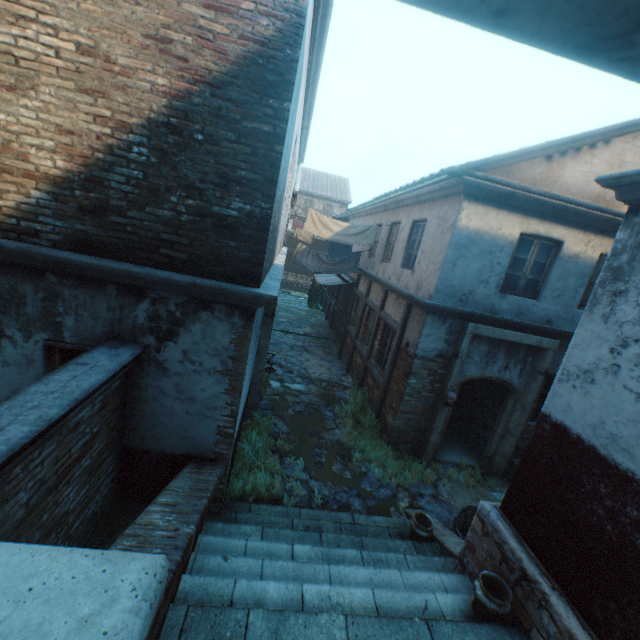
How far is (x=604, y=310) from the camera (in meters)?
3.25

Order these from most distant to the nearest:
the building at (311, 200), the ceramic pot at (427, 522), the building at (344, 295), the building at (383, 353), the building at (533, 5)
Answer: the building at (311, 200) → the building at (344, 295) → the building at (383, 353) → the ceramic pot at (427, 522) → the building at (533, 5)

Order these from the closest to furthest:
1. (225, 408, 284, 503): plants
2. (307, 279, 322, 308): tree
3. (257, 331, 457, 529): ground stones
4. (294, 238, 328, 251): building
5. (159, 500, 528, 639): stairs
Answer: (159, 500, 528, 639): stairs, (225, 408, 284, 503): plants, (257, 331, 457, 529): ground stones, (307, 279, 322, 308): tree, (294, 238, 328, 251): building

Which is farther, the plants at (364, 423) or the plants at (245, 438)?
the plants at (364, 423)

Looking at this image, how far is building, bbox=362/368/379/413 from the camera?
9.2 meters

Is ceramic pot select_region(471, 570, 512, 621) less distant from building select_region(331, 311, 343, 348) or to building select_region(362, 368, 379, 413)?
building select_region(362, 368, 379, 413)

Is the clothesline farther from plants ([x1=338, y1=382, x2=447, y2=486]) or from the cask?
the cask

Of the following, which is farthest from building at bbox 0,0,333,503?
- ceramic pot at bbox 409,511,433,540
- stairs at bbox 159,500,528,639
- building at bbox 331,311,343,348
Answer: building at bbox 331,311,343,348
